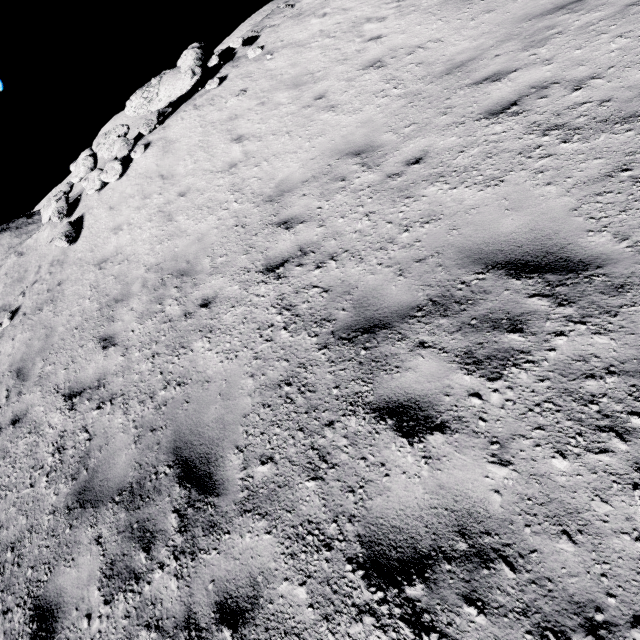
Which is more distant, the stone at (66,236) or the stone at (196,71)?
the stone at (196,71)

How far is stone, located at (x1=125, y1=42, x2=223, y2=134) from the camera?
10.7m

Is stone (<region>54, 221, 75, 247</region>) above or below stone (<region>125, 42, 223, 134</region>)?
below

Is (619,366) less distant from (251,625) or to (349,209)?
(251,625)

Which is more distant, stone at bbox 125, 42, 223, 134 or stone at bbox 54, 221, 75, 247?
stone at bbox 125, 42, 223, 134

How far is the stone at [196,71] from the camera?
10.7m

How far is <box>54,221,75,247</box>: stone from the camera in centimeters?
941cm
